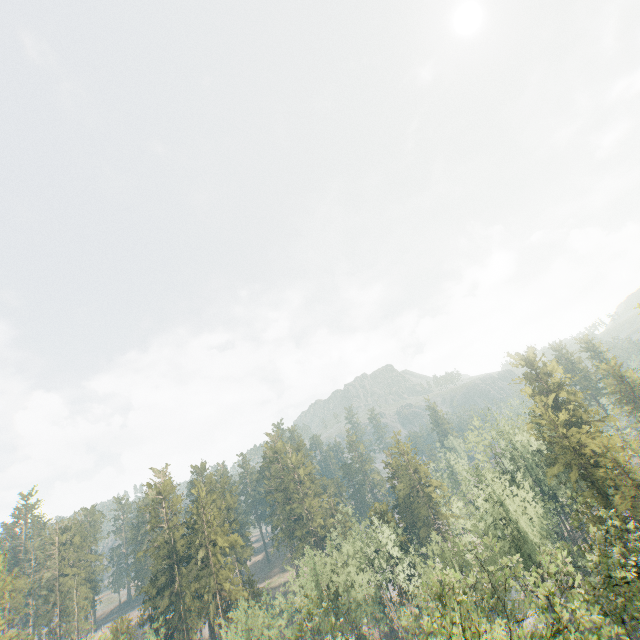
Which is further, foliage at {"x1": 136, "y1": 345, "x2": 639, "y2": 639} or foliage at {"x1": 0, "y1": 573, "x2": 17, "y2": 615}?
foliage at {"x1": 0, "y1": 573, "x2": 17, "y2": 615}

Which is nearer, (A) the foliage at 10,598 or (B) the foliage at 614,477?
(B) the foliage at 614,477

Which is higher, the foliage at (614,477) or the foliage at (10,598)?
the foliage at (10,598)

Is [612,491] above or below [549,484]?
below

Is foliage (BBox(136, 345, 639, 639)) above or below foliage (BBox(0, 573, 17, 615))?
below
